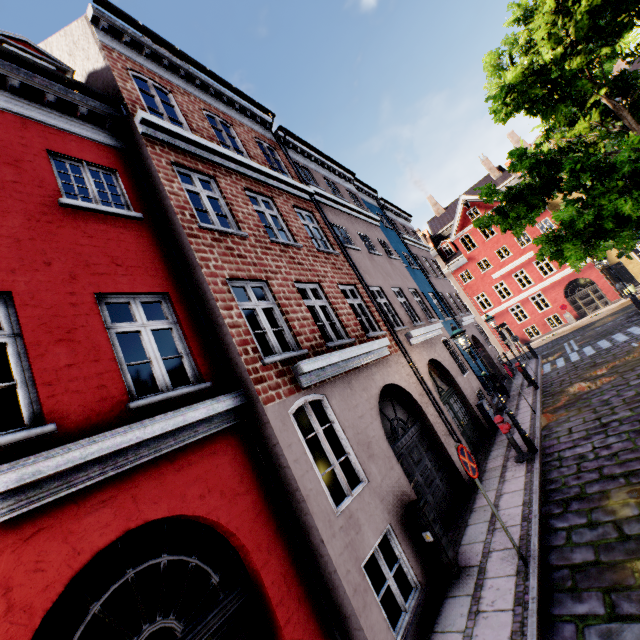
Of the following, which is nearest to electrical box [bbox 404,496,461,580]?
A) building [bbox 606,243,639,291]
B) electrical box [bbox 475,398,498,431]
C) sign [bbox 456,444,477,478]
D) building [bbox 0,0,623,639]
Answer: building [bbox 0,0,623,639]

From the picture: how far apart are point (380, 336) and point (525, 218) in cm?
561

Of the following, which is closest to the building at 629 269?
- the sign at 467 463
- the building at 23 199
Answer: the building at 23 199

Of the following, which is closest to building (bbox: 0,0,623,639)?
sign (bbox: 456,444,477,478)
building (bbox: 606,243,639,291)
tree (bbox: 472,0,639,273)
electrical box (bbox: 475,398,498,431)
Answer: electrical box (bbox: 475,398,498,431)

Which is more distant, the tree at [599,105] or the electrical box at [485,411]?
the electrical box at [485,411]

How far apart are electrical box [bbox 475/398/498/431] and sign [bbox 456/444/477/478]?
7.33m

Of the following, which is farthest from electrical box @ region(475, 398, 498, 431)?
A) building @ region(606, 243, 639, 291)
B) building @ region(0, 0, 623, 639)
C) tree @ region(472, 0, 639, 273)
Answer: building @ region(606, 243, 639, 291)

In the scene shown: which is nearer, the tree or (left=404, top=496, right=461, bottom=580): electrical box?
(left=404, top=496, right=461, bottom=580): electrical box
